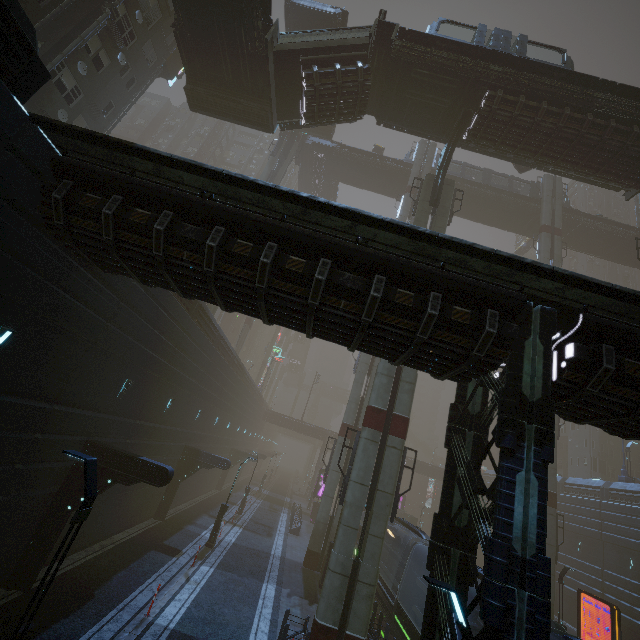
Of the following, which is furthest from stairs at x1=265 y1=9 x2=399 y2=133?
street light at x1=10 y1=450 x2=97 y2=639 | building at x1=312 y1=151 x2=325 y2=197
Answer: street light at x1=10 y1=450 x2=97 y2=639

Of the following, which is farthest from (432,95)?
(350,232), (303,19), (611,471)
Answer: (611,471)

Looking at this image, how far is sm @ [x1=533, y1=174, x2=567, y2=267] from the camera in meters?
33.9

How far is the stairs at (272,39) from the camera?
18.30m

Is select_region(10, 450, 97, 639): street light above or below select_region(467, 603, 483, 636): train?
above

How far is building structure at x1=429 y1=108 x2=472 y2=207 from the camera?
19.9 meters

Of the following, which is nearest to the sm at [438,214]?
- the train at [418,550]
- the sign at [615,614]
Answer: the train at [418,550]

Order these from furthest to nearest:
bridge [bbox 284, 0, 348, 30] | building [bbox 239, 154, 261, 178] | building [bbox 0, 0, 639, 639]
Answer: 1. building [bbox 239, 154, 261, 178]
2. bridge [bbox 284, 0, 348, 30]
3. building [bbox 0, 0, 639, 639]
